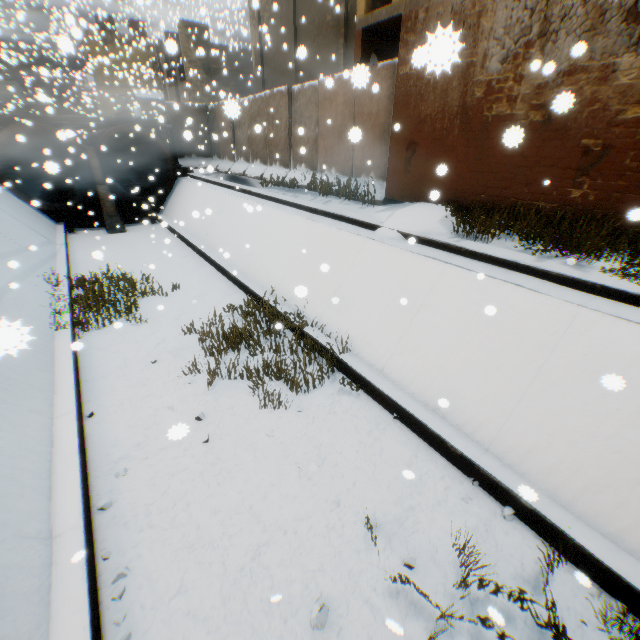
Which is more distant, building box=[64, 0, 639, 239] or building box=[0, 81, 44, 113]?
building box=[0, 81, 44, 113]

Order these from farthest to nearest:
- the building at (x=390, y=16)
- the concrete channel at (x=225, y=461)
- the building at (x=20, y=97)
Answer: the building at (x=20, y=97), the building at (x=390, y=16), the concrete channel at (x=225, y=461)

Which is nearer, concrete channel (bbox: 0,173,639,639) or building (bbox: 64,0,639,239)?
concrete channel (bbox: 0,173,639,639)

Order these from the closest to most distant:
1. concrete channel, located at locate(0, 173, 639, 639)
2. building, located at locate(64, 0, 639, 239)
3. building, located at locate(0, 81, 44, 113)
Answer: concrete channel, located at locate(0, 173, 639, 639) → building, located at locate(64, 0, 639, 239) → building, located at locate(0, 81, 44, 113)

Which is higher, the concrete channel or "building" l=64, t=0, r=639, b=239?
"building" l=64, t=0, r=639, b=239

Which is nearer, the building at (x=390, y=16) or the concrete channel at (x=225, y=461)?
the concrete channel at (x=225, y=461)

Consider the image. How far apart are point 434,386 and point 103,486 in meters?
5.2 m
